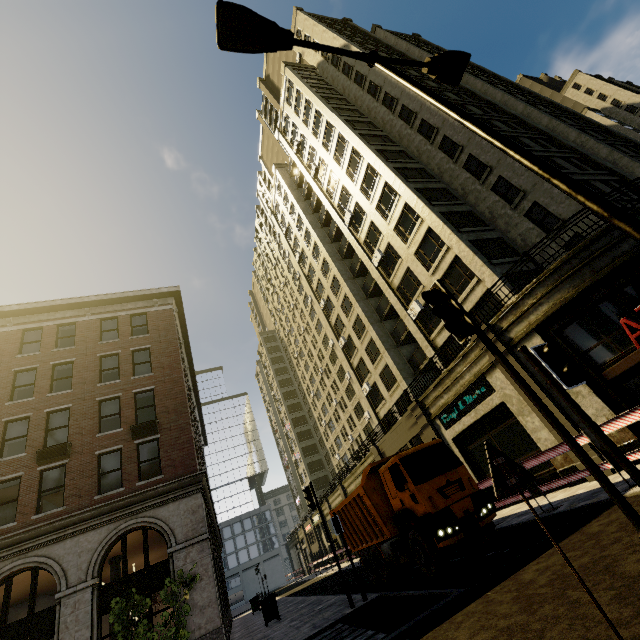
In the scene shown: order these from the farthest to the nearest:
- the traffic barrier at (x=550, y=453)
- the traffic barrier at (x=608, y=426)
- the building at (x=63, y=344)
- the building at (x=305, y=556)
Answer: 1. the building at (x=305, y=556)
2. the building at (x=63, y=344)
3. the traffic barrier at (x=550, y=453)
4. the traffic barrier at (x=608, y=426)

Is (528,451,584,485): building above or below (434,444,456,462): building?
below

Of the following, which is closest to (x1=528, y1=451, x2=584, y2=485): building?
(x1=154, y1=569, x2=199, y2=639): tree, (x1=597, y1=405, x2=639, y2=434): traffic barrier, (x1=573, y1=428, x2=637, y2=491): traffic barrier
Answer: (x1=154, y1=569, x2=199, y2=639): tree

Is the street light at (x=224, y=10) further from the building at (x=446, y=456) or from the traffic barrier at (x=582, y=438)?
the building at (x=446, y=456)

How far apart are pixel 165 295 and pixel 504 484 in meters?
23.6 m

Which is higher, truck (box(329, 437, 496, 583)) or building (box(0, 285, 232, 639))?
building (box(0, 285, 232, 639))

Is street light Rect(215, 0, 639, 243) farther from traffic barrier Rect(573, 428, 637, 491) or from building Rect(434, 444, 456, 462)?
building Rect(434, 444, 456, 462)

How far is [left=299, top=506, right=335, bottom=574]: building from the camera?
46.4m
